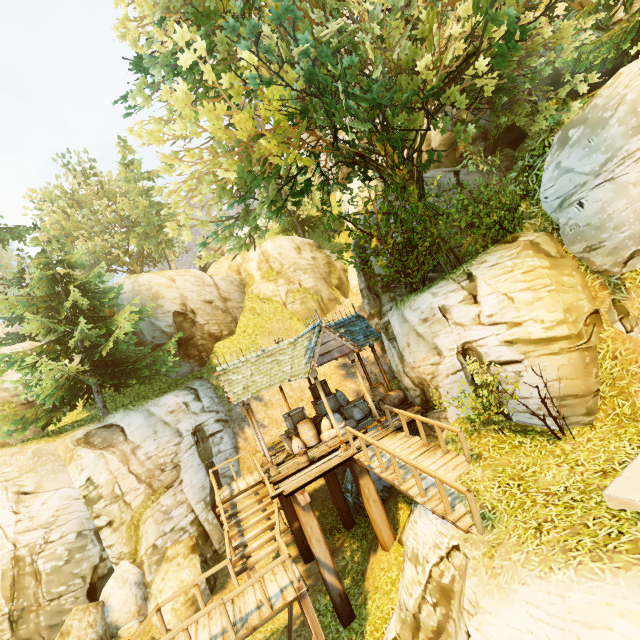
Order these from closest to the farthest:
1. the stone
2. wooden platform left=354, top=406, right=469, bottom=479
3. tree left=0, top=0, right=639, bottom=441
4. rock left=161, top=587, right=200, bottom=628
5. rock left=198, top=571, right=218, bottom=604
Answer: the stone → tree left=0, top=0, right=639, bottom=441 → wooden platform left=354, top=406, right=469, bottom=479 → rock left=161, top=587, right=200, bottom=628 → rock left=198, top=571, right=218, bottom=604

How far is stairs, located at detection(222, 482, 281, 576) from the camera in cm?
934

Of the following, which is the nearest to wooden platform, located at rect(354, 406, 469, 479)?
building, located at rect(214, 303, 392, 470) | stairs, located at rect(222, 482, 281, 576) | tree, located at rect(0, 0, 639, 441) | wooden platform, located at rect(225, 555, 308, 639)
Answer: building, located at rect(214, 303, 392, 470)

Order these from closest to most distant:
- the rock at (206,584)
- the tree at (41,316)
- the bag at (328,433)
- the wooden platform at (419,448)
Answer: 1. the tree at (41,316)
2. the wooden platform at (419,448)
3. the rock at (206,584)
4. the bag at (328,433)

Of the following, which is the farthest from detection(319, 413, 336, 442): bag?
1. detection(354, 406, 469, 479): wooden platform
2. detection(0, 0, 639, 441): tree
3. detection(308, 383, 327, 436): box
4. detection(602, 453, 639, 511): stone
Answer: detection(602, 453, 639, 511): stone

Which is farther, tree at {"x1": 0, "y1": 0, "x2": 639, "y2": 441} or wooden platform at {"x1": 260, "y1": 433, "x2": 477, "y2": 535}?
tree at {"x1": 0, "y1": 0, "x2": 639, "y2": 441}

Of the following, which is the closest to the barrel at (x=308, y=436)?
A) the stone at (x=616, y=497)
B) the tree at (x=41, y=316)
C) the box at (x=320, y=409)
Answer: the box at (x=320, y=409)

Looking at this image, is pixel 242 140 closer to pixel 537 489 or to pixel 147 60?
pixel 147 60
